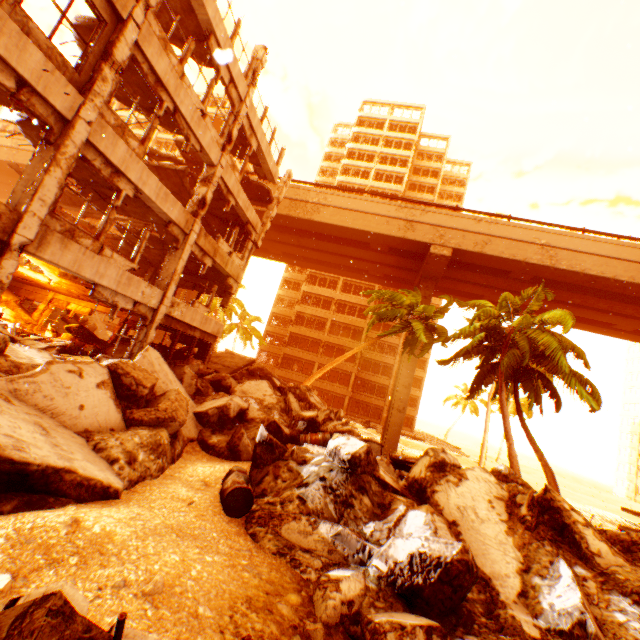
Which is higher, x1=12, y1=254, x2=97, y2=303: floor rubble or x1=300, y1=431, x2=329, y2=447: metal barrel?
x1=12, y1=254, x2=97, y2=303: floor rubble

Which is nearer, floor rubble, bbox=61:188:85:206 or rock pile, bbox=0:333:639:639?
rock pile, bbox=0:333:639:639

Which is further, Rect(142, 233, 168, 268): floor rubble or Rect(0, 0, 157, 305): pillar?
Rect(142, 233, 168, 268): floor rubble

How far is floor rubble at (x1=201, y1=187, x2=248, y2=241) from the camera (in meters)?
15.59

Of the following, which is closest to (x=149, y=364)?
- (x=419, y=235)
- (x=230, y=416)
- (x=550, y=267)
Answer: (x=230, y=416)

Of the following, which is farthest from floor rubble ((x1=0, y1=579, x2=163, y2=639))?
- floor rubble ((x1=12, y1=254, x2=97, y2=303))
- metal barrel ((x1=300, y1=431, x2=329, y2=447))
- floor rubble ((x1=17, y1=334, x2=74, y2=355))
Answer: floor rubble ((x1=12, y1=254, x2=97, y2=303))

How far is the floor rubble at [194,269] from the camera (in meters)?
16.42

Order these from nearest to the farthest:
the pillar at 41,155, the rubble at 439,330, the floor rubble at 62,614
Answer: the floor rubble at 62,614 < the pillar at 41,155 < the rubble at 439,330
